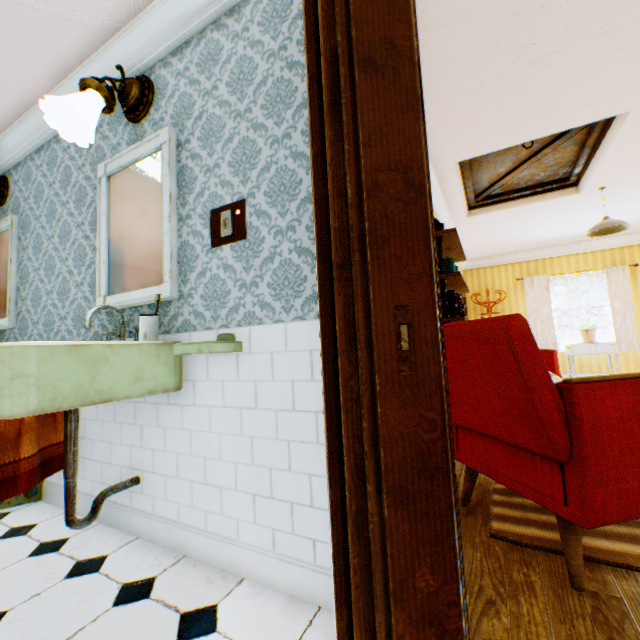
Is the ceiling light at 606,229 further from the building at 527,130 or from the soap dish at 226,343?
the soap dish at 226,343

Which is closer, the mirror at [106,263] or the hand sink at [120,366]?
the hand sink at [120,366]

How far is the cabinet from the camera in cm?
666

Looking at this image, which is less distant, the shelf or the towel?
the towel

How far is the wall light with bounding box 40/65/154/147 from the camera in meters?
1.7

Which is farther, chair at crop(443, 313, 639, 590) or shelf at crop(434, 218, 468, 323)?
shelf at crop(434, 218, 468, 323)

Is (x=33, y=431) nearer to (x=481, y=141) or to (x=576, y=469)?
(x=576, y=469)

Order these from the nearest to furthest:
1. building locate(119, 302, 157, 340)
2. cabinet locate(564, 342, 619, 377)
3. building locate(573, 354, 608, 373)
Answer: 1. building locate(119, 302, 157, 340)
2. cabinet locate(564, 342, 619, 377)
3. building locate(573, 354, 608, 373)
